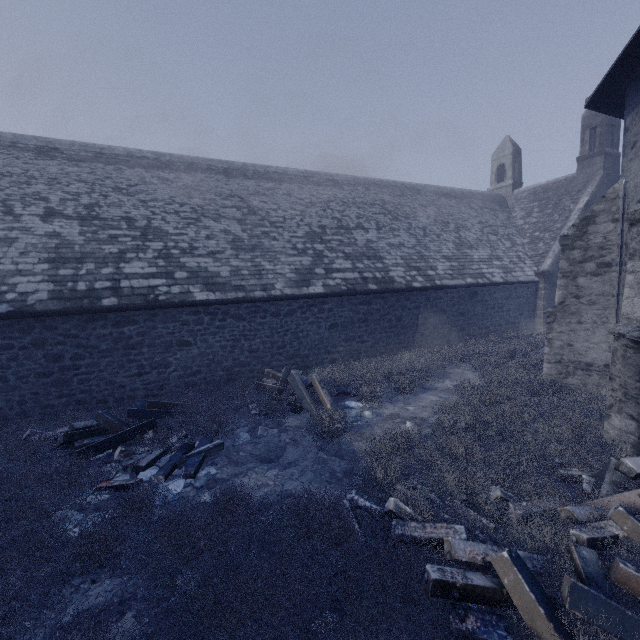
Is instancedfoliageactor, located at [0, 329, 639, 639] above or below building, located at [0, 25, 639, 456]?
below

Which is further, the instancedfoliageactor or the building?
the building

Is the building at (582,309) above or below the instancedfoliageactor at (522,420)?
above

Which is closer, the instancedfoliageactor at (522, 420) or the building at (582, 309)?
the instancedfoliageactor at (522, 420)

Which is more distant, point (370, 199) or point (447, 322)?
point (370, 199)
